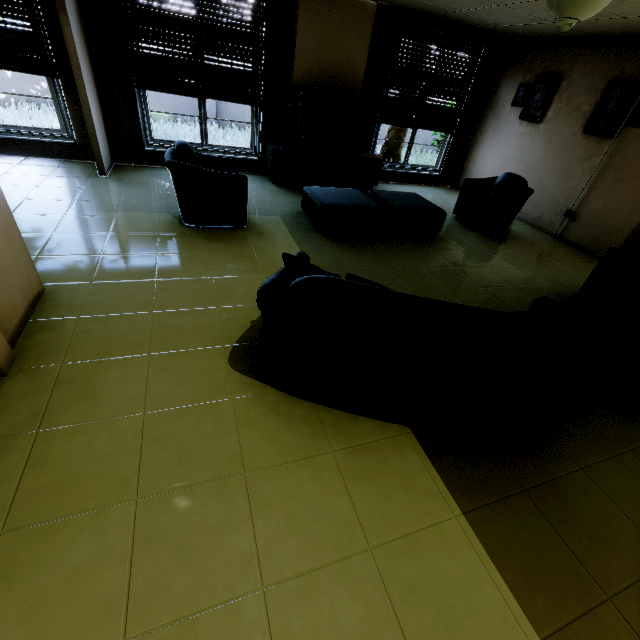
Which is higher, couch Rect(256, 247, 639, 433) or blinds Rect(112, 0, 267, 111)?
blinds Rect(112, 0, 267, 111)

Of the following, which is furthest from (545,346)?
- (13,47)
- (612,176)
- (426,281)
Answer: (13,47)

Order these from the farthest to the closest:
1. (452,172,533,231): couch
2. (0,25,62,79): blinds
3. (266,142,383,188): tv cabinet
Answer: (266,142,383,188): tv cabinet → (452,172,533,231): couch → (0,25,62,79): blinds

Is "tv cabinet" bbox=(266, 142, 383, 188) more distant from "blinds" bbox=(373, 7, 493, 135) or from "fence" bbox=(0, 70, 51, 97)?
"fence" bbox=(0, 70, 51, 97)

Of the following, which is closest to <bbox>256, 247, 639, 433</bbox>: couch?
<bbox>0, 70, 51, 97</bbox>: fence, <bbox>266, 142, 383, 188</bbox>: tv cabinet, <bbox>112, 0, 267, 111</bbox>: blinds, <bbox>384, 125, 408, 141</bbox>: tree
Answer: <bbox>266, 142, 383, 188</bbox>: tv cabinet

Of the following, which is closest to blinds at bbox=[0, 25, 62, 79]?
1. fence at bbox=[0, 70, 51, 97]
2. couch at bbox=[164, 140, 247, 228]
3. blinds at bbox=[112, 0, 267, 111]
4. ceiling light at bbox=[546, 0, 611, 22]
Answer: blinds at bbox=[112, 0, 267, 111]

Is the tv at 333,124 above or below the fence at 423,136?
above

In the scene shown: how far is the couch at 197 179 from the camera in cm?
347
